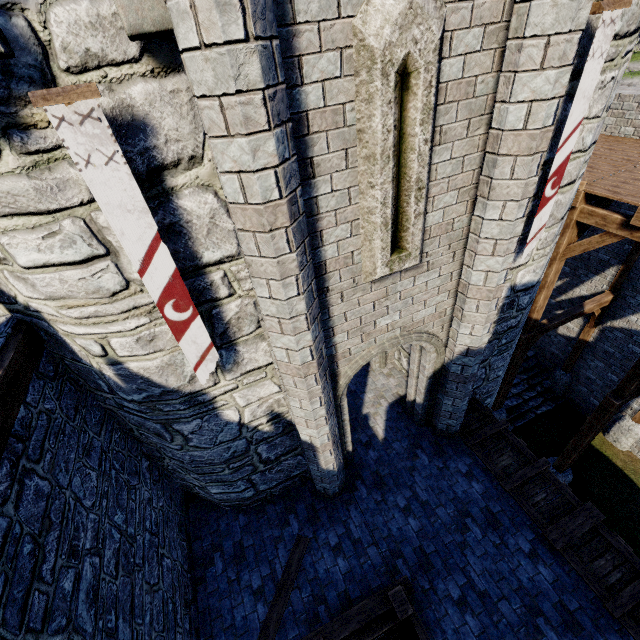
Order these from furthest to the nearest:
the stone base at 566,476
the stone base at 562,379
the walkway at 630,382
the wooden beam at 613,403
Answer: the stone base at 562,379, the stone base at 566,476, the wooden beam at 613,403, the walkway at 630,382

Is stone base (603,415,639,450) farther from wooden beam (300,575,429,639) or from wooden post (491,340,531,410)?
wooden beam (300,575,429,639)

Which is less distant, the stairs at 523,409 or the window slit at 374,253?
the window slit at 374,253

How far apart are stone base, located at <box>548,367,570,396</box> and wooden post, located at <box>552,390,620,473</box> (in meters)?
4.01

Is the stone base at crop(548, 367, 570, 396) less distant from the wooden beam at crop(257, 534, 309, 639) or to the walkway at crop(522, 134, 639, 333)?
the walkway at crop(522, 134, 639, 333)

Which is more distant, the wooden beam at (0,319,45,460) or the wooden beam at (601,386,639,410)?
the wooden beam at (601,386,639,410)

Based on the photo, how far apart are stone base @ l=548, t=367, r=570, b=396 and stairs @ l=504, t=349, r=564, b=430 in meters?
0.0 m

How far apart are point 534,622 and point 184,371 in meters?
6.4
